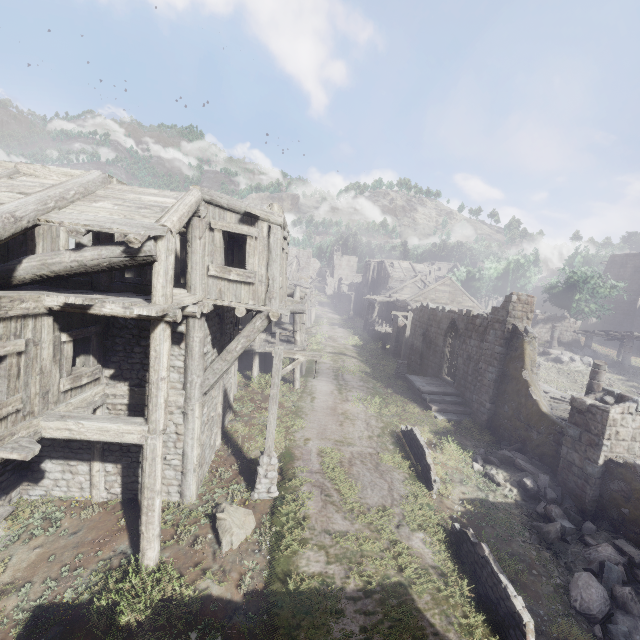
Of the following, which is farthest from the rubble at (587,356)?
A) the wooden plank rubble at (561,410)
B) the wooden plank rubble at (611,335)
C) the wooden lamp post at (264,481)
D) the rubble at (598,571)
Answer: the wooden lamp post at (264,481)

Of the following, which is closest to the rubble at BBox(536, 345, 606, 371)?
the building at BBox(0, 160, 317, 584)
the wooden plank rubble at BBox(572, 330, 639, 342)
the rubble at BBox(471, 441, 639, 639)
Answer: the building at BBox(0, 160, 317, 584)

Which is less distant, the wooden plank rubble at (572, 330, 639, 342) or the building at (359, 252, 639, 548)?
the building at (359, 252, 639, 548)

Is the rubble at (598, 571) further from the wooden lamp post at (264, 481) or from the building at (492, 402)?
the wooden lamp post at (264, 481)

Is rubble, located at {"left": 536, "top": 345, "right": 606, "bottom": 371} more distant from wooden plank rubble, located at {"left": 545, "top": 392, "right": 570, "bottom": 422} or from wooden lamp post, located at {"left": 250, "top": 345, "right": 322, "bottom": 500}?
wooden lamp post, located at {"left": 250, "top": 345, "right": 322, "bottom": 500}

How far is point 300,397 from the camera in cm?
1731

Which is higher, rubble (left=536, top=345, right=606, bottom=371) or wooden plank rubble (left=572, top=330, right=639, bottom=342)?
wooden plank rubble (left=572, top=330, right=639, bottom=342)

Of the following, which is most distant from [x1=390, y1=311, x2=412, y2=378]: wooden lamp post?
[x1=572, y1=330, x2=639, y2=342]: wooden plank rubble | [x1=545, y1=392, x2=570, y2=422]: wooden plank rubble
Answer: [x1=572, y1=330, x2=639, y2=342]: wooden plank rubble
